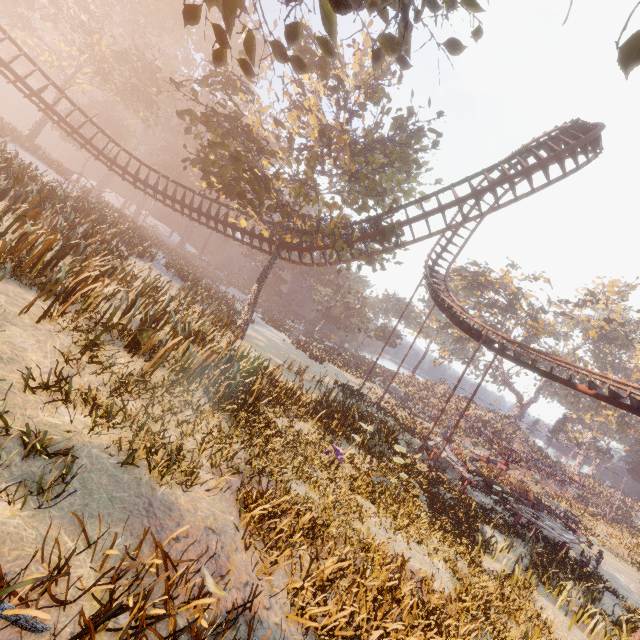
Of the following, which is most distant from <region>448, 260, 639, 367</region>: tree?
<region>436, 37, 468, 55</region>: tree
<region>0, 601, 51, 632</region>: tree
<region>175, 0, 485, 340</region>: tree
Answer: <region>0, 601, 51, 632</region>: tree

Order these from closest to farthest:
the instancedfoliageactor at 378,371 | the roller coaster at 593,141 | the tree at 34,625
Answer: the tree at 34,625 → the roller coaster at 593,141 → the instancedfoliageactor at 378,371

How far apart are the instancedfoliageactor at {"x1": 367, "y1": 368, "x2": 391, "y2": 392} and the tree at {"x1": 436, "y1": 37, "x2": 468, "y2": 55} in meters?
45.5

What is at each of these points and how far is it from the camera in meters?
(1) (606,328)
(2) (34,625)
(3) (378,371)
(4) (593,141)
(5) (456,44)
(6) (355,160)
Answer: (1) tree, 53.9 m
(2) tree, 2.2 m
(3) instancedfoliageactor, 59.0 m
(4) roller coaster, 16.9 m
(5) tree, 6.2 m
(6) tree, 19.4 m

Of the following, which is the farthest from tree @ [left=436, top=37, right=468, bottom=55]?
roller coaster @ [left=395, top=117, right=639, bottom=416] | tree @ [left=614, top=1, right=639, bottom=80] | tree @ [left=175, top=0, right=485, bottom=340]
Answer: roller coaster @ [left=395, top=117, right=639, bottom=416]

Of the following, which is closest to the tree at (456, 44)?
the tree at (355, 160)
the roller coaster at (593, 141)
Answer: the tree at (355, 160)

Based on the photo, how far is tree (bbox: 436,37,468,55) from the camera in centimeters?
611cm

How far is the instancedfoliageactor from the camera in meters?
40.5
